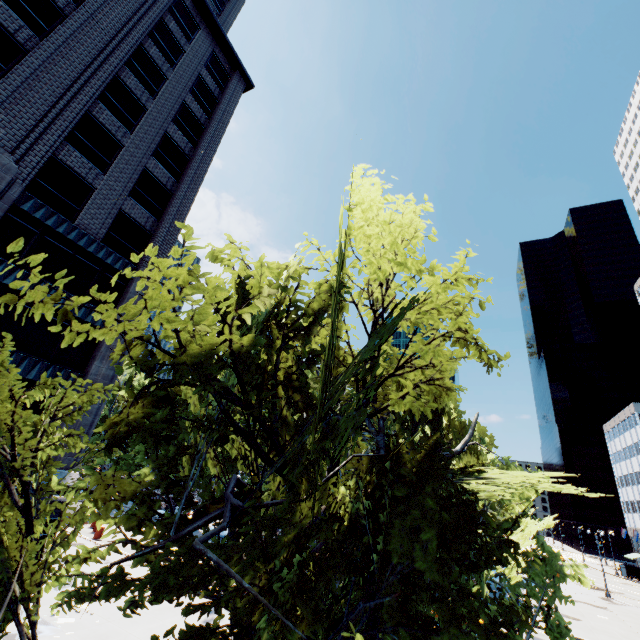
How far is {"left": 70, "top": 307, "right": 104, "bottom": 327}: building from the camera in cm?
1839

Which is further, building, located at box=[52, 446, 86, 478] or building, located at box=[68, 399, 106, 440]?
building, located at box=[68, 399, 106, 440]

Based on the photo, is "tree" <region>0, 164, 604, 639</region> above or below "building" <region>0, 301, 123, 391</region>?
below

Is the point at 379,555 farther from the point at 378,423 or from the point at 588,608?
the point at 588,608

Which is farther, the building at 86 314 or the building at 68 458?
the building at 86 314

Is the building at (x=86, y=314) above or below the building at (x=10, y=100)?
below
